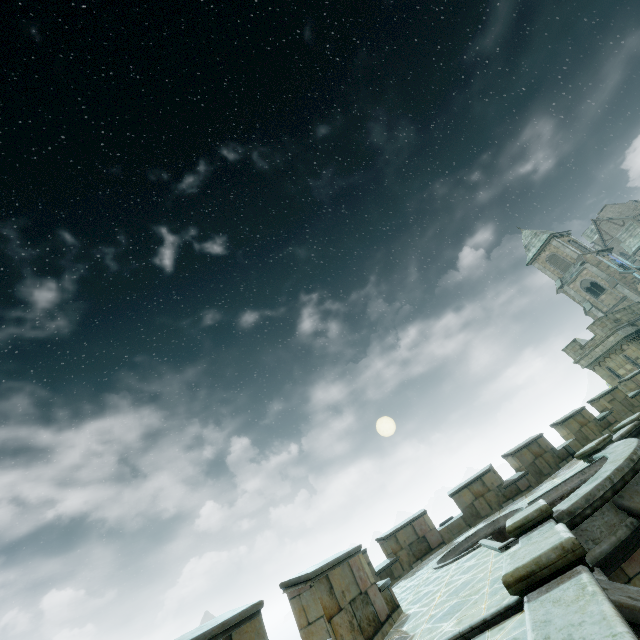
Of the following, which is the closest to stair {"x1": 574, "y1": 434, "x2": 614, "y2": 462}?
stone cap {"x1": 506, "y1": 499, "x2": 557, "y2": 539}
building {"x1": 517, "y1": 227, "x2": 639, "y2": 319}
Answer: stone cap {"x1": 506, "y1": 499, "x2": 557, "y2": 539}

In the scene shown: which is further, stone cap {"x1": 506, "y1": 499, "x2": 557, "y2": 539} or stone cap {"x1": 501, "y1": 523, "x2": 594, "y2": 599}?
stone cap {"x1": 506, "y1": 499, "x2": 557, "y2": 539}

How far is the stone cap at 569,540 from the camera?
3.3 meters

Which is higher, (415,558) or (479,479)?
(479,479)

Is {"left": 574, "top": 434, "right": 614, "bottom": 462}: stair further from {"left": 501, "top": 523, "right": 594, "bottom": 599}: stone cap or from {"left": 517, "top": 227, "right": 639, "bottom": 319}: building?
{"left": 517, "top": 227, "right": 639, "bottom": 319}: building

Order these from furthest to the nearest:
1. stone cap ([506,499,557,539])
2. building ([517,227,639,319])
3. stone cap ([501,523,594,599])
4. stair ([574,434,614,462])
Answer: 1. building ([517,227,639,319])
2. stair ([574,434,614,462])
3. stone cap ([506,499,557,539])
4. stone cap ([501,523,594,599])

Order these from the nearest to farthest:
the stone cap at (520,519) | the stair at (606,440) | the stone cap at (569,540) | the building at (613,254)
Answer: the stone cap at (569,540) < the stone cap at (520,519) < the stair at (606,440) < the building at (613,254)

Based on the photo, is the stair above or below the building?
below
